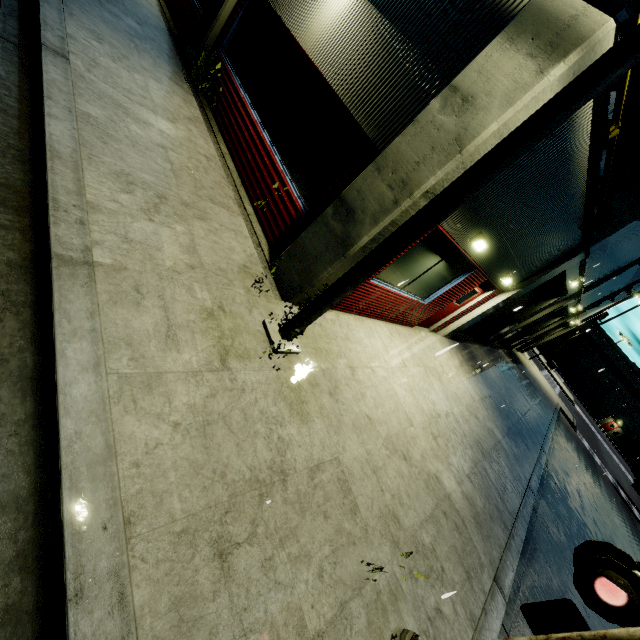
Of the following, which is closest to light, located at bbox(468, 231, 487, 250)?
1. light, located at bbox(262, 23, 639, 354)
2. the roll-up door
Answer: light, located at bbox(262, 23, 639, 354)

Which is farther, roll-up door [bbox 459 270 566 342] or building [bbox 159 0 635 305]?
roll-up door [bbox 459 270 566 342]

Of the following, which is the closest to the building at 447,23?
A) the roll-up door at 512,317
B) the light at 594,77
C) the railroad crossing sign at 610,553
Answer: the roll-up door at 512,317

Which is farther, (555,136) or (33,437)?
(555,136)

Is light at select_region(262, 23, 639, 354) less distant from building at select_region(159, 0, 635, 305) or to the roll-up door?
building at select_region(159, 0, 635, 305)

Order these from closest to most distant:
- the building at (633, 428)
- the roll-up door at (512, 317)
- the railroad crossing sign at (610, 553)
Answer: the railroad crossing sign at (610, 553) → the roll-up door at (512, 317) → the building at (633, 428)

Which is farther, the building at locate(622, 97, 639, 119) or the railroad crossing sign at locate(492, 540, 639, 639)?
the building at locate(622, 97, 639, 119)

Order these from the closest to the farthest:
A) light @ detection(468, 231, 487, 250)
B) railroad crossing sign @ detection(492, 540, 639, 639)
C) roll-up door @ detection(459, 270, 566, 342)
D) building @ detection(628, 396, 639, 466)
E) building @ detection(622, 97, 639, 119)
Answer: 1. railroad crossing sign @ detection(492, 540, 639, 639)
2. light @ detection(468, 231, 487, 250)
3. building @ detection(622, 97, 639, 119)
4. roll-up door @ detection(459, 270, 566, 342)
5. building @ detection(628, 396, 639, 466)
